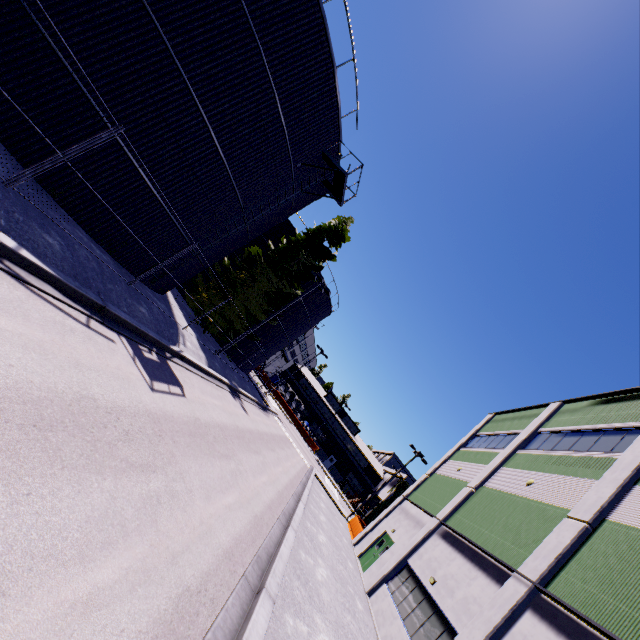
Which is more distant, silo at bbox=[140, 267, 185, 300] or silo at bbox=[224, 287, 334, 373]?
silo at bbox=[224, 287, 334, 373]

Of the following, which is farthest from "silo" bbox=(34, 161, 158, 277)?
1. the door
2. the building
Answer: the door

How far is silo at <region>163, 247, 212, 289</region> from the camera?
15.8m

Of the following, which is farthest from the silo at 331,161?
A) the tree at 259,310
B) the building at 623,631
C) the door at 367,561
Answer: the door at 367,561

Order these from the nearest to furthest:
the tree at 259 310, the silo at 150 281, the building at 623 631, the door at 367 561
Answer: the building at 623 631, the silo at 150 281, the door at 367 561, the tree at 259 310

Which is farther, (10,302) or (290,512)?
(290,512)
